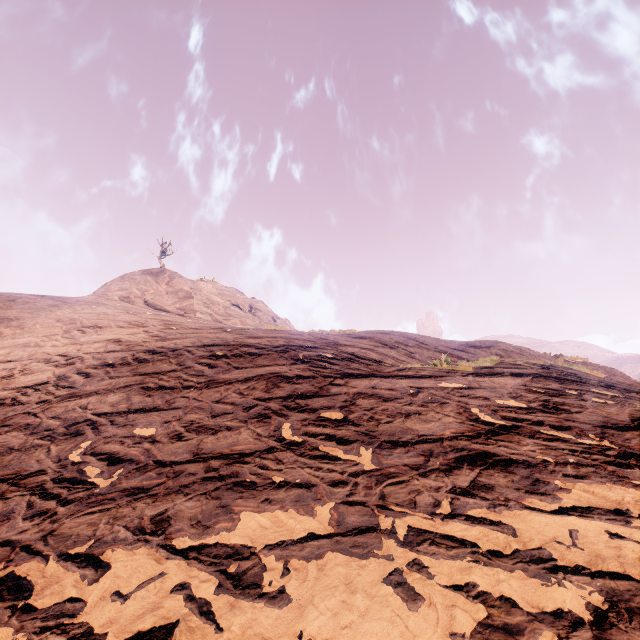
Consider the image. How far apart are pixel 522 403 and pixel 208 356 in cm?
737
